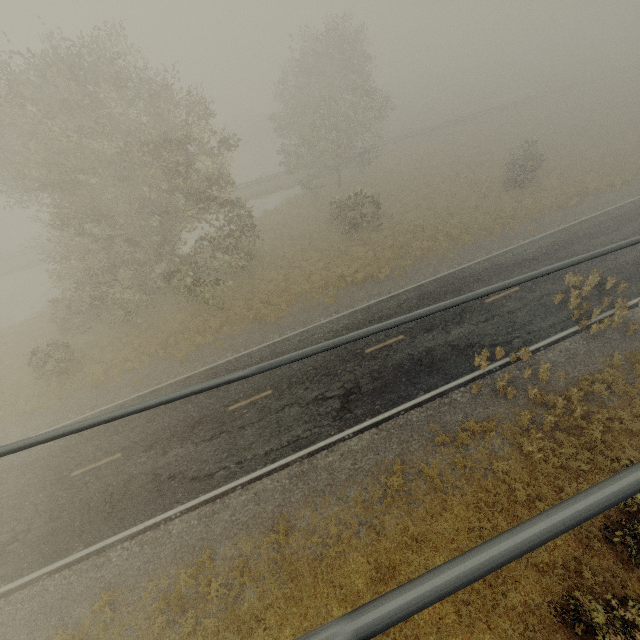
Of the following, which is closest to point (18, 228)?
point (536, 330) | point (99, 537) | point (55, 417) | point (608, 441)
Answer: point (55, 417)
